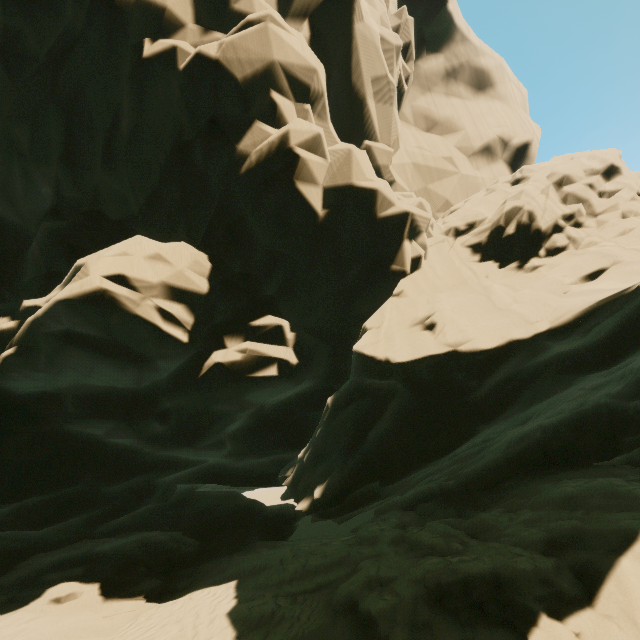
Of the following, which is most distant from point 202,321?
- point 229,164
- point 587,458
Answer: point 587,458
